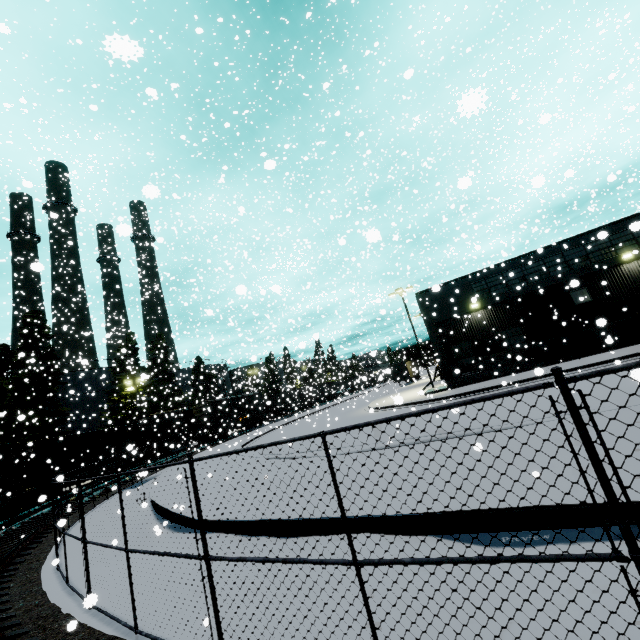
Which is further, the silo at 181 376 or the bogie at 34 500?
the silo at 181 376

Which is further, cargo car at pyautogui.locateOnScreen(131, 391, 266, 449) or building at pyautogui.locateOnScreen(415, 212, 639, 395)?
cargo car at pyautogui.locateOnScreen(131, 391, 266, 449)

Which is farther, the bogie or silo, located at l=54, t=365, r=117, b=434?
silo, located at l=54, t=365, r=117, b=434

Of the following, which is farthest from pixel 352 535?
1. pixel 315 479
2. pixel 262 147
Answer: pixel 262 147

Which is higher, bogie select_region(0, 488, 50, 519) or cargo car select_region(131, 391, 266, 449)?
cargo car select_region(131, 391, 266, 449)

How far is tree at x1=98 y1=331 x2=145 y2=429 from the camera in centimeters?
3706cm

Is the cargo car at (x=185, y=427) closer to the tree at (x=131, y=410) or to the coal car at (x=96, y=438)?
the coal car at (x=96, y=438)

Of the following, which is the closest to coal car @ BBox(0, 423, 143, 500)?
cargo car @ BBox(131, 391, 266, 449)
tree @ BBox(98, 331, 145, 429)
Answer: cargo car @ BBox(131, 391, 266, 449)
